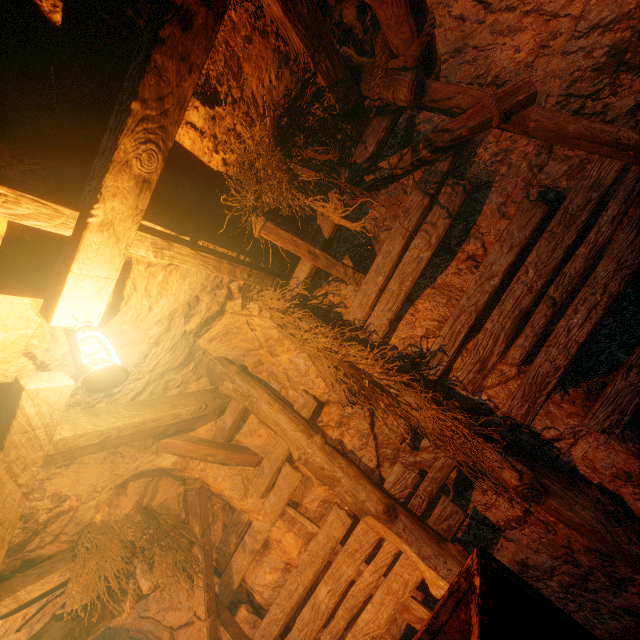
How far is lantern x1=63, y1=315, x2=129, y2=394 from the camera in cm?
177

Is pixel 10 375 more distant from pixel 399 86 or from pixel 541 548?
pixel 541 548

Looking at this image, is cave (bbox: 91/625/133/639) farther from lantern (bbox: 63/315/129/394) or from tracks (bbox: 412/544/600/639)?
lantern (bbox: 63/315/129/394)

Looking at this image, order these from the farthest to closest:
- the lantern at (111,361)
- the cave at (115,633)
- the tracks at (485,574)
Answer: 1. the cave at (115,633)
2. the lantern at (111,361)
3. the tracks at (485,574)

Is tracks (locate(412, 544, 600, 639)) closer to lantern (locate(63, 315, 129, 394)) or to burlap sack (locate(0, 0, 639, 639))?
burlap sack (locate(0, 0, 639, 639))

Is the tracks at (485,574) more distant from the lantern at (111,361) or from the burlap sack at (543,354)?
the lantern at (111,361)

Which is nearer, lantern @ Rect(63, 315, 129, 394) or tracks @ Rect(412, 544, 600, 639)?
tracks @ Rect(412, 544, 600, 639)
